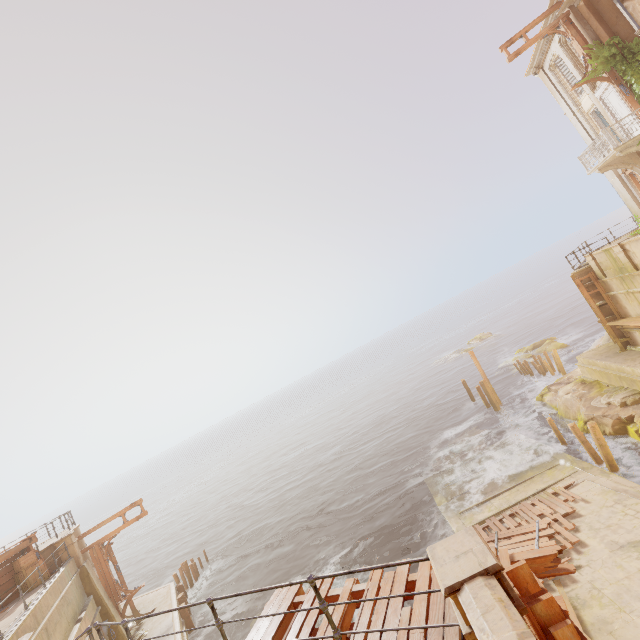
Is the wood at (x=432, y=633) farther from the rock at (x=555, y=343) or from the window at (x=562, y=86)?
the rock at (x=555, y=343)

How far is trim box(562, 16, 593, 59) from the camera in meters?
16.1 m

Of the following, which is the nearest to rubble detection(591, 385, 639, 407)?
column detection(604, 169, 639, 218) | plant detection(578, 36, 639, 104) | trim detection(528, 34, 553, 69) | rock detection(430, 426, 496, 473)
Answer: rock detection(430, 426, 496, 473)

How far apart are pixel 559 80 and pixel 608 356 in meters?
17.4 m

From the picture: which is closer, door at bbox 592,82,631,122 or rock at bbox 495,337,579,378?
door at bbox 592,82,631,122

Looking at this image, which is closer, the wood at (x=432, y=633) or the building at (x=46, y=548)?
the wood at (x=432, y=633)

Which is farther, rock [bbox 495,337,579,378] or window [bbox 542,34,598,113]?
rock [bbox 495,337,579,378]

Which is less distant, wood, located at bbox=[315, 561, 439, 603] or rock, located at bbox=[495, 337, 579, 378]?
wood, located at bbox=[315, 561, 439, 603]
